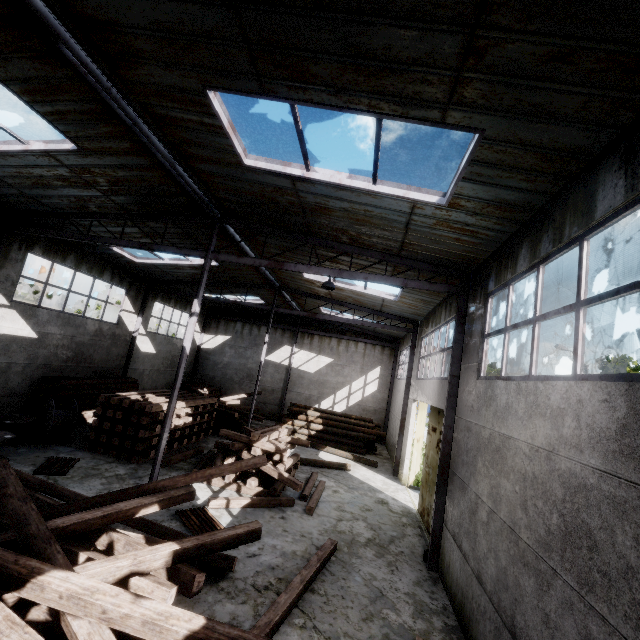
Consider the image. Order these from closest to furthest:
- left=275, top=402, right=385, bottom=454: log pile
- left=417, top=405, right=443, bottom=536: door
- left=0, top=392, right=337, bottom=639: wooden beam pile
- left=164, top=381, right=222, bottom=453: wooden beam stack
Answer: left=0, top=392, right=337, bottom=639: wooden beam pile, left=417, top=405, right=443, bottom=536: door, left=164, top=381, right=222, bottom=453: wooden beam stack, left=275, top=402, right=385, bottom=454: log pile

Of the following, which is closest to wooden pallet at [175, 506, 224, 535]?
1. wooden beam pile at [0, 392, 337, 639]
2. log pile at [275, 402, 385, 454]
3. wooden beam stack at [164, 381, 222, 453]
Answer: wooden beam pile at [0, 392, 337, 639]

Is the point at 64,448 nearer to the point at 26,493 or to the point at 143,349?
the point at 26,493

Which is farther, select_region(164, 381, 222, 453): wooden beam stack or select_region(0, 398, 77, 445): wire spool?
select_region(164, 381, 222, 453): wooden beam stack

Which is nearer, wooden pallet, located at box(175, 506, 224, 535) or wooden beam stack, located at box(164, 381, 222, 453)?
wooden pallet, located at box(175, 506, 224, 535)

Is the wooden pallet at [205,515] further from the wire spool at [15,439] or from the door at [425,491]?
the wire spool at [15,439]

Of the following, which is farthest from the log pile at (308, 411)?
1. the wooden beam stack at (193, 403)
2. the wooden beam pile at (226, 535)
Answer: the wooden beam pile at (226, 535)

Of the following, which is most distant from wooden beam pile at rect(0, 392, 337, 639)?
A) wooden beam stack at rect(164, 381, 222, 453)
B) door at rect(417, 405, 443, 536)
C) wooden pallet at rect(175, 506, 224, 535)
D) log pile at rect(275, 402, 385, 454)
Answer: log pile at rect(275, 402, 385, 454)
